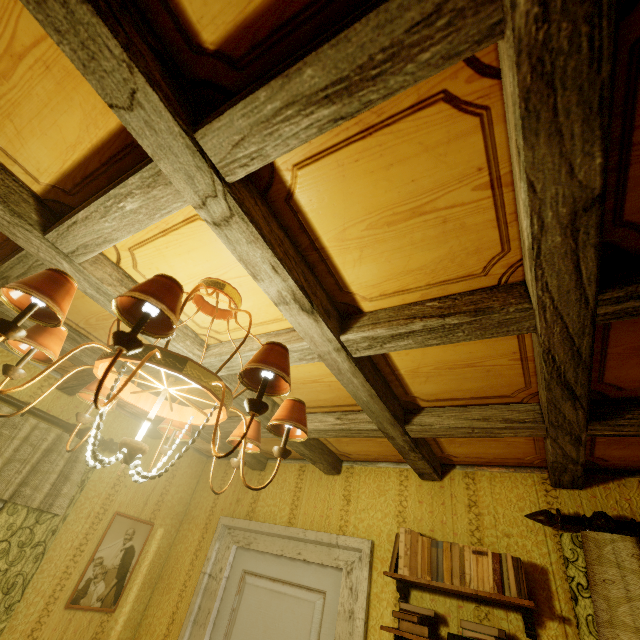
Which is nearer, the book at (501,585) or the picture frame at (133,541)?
the book at (501,585)

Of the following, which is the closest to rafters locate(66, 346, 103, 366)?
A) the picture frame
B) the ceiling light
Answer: the ceiling light

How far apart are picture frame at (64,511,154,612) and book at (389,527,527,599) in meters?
2.3

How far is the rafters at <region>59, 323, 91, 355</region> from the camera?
1.9m

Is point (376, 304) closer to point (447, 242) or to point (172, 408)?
point (447, 242)

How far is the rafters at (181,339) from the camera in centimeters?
164cm

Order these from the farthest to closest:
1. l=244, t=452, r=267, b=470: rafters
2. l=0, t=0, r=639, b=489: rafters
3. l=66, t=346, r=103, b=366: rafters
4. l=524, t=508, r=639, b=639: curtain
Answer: l=244, t=452, r=267, b=470: rafters, l=66, t=346, r=103, b=366: rafters, l=524, t=508, r=639, b=639: curtain, l=0, t=0, r=639, b=489: rafters

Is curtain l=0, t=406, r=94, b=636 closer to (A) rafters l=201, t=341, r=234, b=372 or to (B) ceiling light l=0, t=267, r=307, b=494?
(A) rafters l=201, t=341, r=234, b=372
